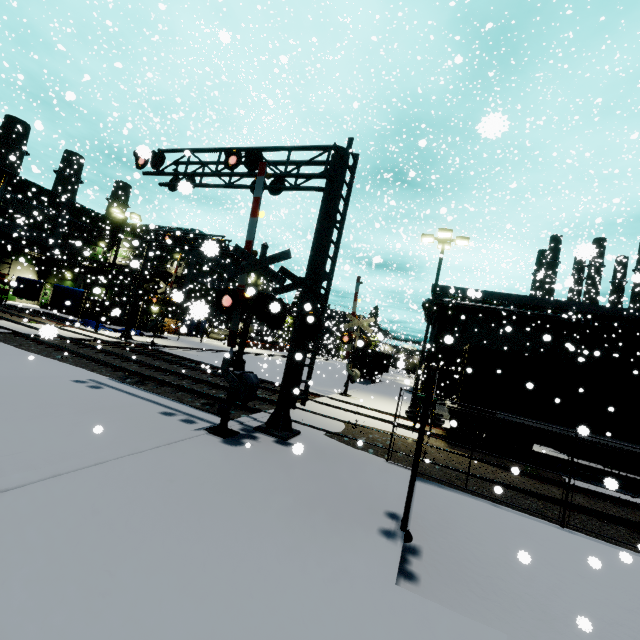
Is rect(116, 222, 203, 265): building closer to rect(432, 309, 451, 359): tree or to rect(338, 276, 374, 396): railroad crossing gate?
rect(432, 309, 451, 359): tree

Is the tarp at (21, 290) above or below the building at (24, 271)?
below

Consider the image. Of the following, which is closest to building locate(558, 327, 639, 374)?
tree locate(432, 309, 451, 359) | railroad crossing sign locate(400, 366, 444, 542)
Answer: tree locate(432, 309, 451, 359)

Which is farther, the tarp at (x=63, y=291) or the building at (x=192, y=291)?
the tarp at (x=63, y=291)

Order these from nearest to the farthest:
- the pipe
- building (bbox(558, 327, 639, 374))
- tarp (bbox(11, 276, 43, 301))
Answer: building (bbox(558, 327, 639, 374)) → the pipe → tarp (bbox(11, 276, 43, 301))

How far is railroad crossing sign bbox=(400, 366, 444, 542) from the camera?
5.2m

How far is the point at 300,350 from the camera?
9.5 meters

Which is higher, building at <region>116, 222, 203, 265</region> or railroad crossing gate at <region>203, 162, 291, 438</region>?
building at <region>116, 222, 203, 265</region>
